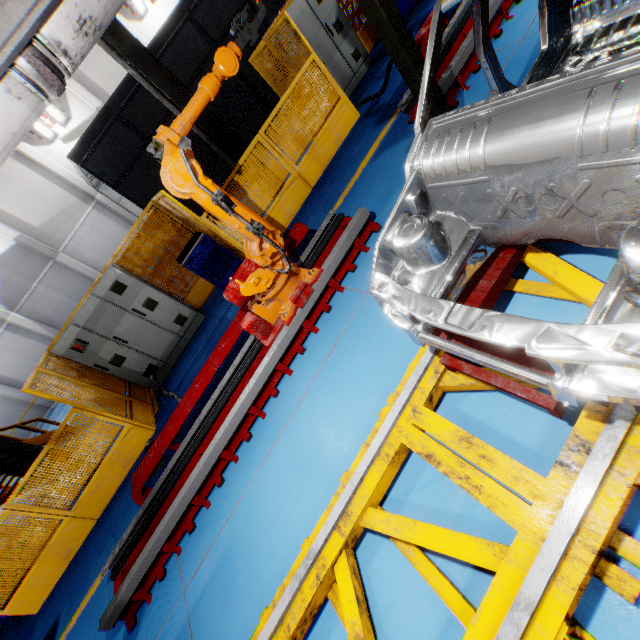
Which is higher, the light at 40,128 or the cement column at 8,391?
the light at 40,128

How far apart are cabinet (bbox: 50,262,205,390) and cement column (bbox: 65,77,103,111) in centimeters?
1514cm

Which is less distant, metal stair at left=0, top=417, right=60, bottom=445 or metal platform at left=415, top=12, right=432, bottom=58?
metal platform at left=415, top=12, right=432, bottom=58

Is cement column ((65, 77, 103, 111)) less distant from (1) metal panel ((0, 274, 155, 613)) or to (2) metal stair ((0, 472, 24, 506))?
(1) metal panel ((0, 274, 155, 613))

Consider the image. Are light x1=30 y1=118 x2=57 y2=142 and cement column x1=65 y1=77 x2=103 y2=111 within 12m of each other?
yes

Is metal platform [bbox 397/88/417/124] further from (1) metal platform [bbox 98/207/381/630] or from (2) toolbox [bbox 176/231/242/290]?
(2) toolbox [bbox 176/231/242/290]

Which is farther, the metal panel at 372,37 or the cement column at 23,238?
the cement column at 23,238

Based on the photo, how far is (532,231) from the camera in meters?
2.0
